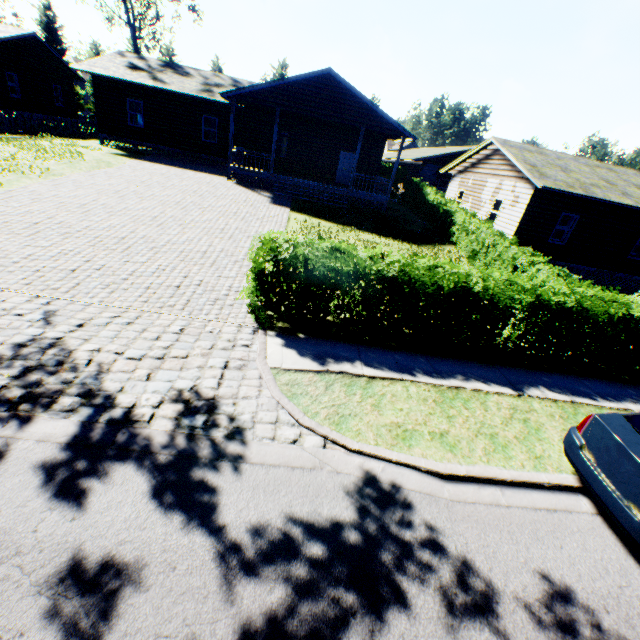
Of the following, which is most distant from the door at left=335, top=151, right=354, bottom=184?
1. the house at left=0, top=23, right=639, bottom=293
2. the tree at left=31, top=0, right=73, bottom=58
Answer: the tree at left=31, top=0, right=73, bottom=58

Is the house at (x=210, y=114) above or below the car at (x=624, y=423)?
above

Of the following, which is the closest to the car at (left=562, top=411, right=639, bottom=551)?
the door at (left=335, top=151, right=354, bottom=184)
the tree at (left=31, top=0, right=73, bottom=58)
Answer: the door at (left=335, top=151, right=354, bottom=184)

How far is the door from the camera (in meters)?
23.89

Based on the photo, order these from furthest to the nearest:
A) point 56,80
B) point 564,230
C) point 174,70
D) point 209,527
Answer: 1. point 56,80
2. point 564,230
3. point 174,70
4. point 209,527

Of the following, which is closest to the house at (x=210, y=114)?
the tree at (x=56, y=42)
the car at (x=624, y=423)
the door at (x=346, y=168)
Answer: the door at (x=346, y=168)

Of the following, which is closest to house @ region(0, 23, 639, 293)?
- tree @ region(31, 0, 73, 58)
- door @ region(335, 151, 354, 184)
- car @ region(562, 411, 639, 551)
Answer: door @ region(335, 151, 354, 184)

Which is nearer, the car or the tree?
the car
